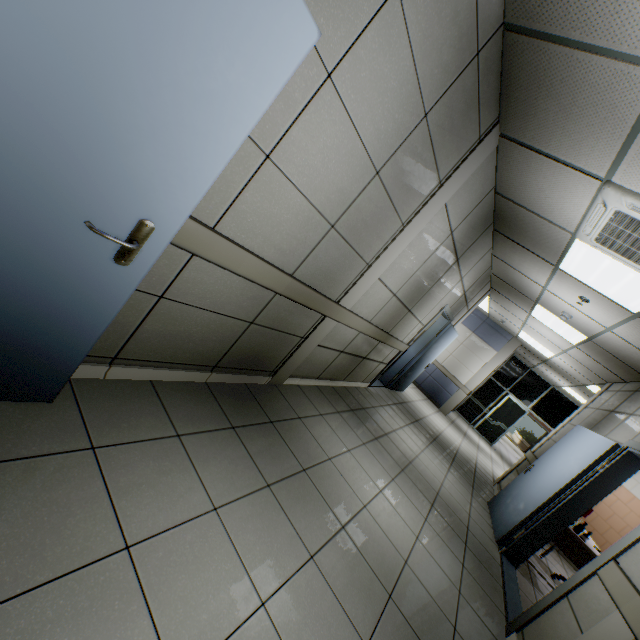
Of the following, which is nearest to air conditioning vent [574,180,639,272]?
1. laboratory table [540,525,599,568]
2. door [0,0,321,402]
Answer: door [0,0,321,402]

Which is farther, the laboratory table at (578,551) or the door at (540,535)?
the laboratory table at (578,551)

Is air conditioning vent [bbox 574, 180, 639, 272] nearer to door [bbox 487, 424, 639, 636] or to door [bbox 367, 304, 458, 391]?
door [bbox 487, 424, 639, 636]

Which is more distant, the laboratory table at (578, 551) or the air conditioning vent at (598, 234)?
the laboratory table at (578, 551)

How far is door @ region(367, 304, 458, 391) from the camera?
6.3m

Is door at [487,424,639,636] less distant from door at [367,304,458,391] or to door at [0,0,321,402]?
door at [367,304,458,391]

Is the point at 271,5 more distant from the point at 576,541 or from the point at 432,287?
the point at 576,541

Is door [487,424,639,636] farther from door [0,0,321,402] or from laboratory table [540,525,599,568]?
door [0,0,321,402]
